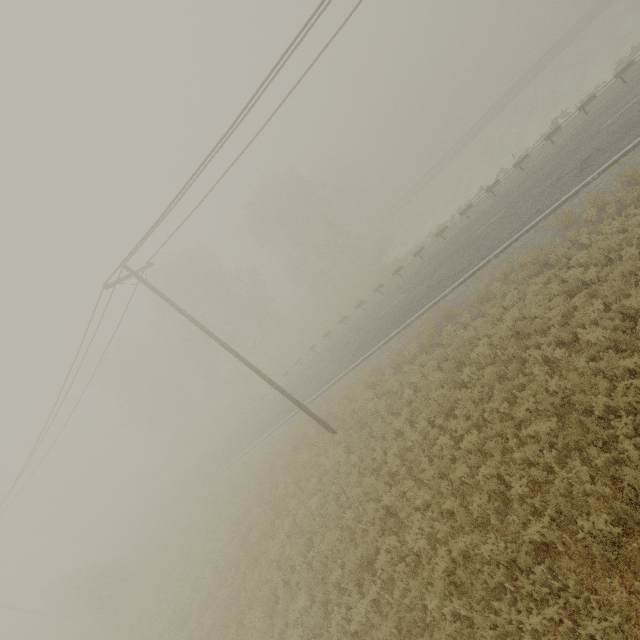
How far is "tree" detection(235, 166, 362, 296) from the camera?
38.5m

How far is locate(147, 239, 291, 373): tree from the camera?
35.9 meters

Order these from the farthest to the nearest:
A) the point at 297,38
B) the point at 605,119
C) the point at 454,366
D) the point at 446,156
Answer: the point at 446,156 < the point at 605,119 < the point at 454,366 < the point at 297,38

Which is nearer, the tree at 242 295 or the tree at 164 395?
the tree at 242 295

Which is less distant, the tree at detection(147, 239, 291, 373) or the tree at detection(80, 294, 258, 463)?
the tree at detection(147, 239, 291, 373)

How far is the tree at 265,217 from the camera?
38.53m
